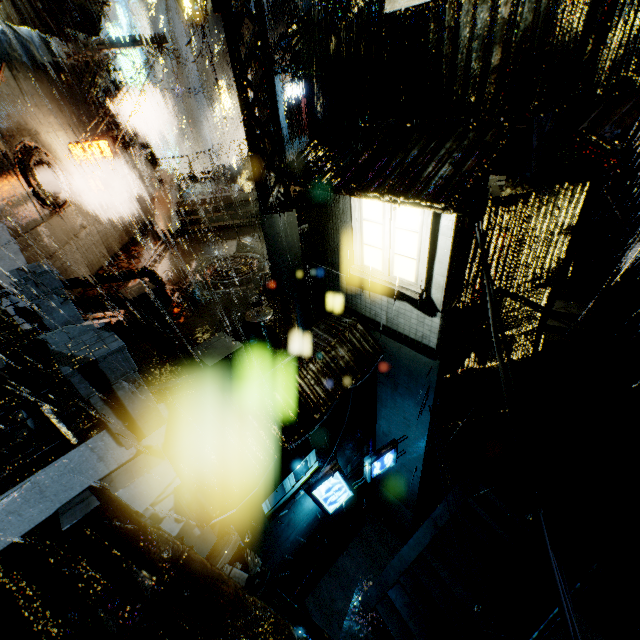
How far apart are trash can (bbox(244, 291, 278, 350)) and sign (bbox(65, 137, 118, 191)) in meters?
11.7 m

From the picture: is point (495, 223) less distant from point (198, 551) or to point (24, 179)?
point (198, 551)

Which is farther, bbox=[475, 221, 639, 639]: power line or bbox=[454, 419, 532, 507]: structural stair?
bbox=[454, 419, 532, 507]: structural stair

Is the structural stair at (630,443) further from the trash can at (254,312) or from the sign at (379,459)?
the trash can at (254,312)

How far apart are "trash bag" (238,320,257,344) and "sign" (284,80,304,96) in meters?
32.2

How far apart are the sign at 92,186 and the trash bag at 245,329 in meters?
12.0

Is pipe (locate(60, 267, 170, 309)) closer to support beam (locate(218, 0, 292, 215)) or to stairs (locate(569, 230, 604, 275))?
support beam (locate(218, 0, 292, 215))

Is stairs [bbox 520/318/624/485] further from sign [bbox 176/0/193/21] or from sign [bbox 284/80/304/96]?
sign [bbox 284/80/304/96]
